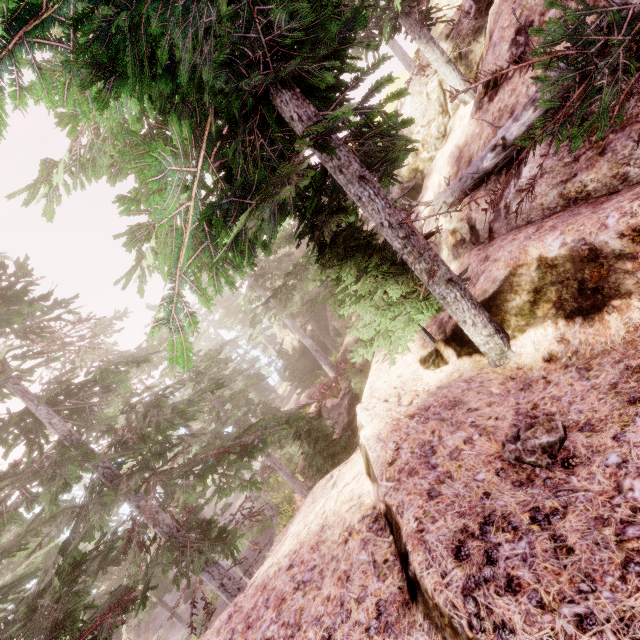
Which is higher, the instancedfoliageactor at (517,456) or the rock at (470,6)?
the rock at (470,6)

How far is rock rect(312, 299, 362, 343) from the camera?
26.3 meters

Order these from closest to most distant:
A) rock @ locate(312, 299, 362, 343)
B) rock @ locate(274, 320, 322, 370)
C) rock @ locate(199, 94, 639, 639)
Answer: rock @ locate(199, 94, 639, 639)
rock @ locate(312, 299, 362, 343)
rock @ locate(274, 320, 322, 370)

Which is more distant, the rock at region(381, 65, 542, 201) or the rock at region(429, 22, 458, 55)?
the rock at region(429, 22, 458, 55)

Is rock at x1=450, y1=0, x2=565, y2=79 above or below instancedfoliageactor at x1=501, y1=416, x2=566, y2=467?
above

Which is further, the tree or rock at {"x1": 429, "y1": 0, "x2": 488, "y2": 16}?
rock at {"x1": 429, "y1": 0, "x2": 488, "y2": 16}

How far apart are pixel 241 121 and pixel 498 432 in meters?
4.7 m

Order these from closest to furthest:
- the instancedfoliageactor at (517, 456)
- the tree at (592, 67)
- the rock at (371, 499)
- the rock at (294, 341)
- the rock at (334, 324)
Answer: the rock at (371, 499) < the instancedfoliageactor at (517, 456) < the tree at (592, 67) < the rock at (334, 324) < the rock at (294, 341)
